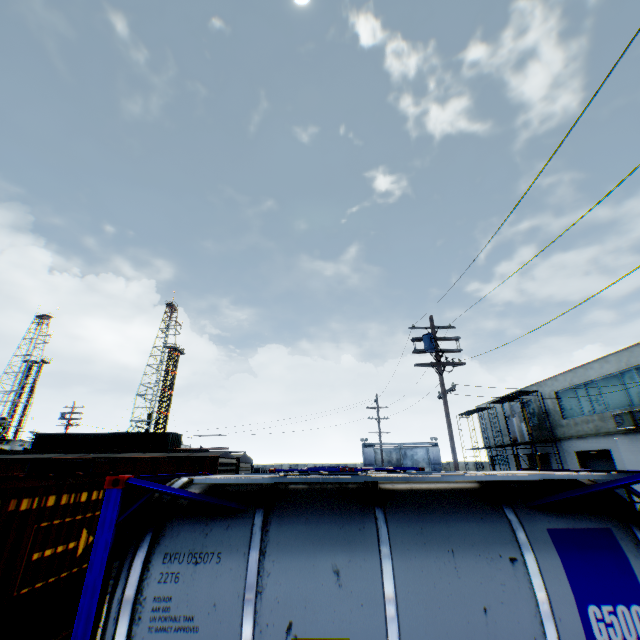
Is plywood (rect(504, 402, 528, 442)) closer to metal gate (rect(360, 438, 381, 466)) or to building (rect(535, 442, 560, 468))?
building (rect(535, 442, 560, 468))

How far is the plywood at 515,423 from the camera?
28.03m

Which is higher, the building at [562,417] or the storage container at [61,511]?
the building at [562,417]

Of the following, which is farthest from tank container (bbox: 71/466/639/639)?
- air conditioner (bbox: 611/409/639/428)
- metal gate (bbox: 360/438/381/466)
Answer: metal gate (bbox: 360/438/381/466)

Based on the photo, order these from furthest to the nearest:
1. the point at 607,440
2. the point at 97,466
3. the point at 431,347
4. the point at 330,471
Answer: the point at 607,440
the point at 431,347
the point at 330,471
the point at 97,466

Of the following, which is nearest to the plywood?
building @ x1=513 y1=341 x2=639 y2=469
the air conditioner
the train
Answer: building @ x1=513 y1=341 x2=639 y2=469

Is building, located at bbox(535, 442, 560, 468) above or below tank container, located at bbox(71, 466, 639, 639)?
above

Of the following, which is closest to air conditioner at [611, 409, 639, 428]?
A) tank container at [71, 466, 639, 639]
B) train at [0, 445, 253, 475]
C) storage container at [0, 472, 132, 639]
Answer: tank container at [71, 466, 639, 639]
